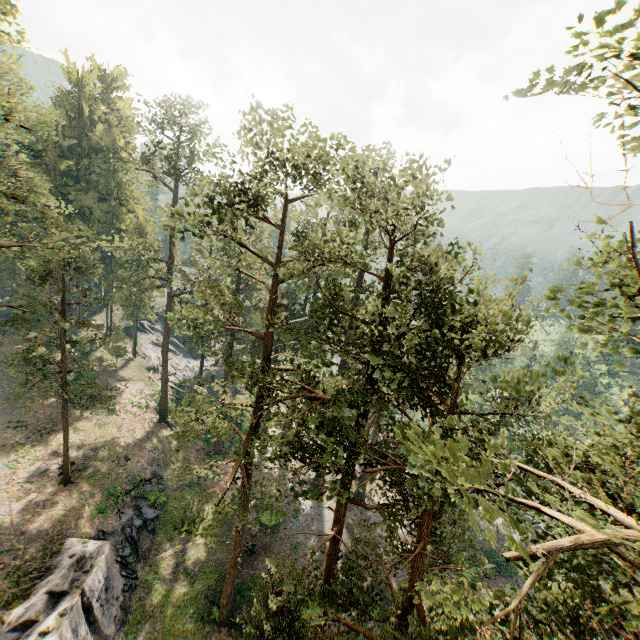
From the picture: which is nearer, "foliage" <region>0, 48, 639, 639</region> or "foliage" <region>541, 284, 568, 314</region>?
"foliage" <region>0, 48, 639, 639</region>

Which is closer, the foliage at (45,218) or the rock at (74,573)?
the foliage at (45,218)

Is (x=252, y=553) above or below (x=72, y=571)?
below

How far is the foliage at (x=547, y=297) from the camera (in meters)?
8.07

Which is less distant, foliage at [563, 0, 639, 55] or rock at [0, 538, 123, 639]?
foliage at [563, 0, 639, 55]

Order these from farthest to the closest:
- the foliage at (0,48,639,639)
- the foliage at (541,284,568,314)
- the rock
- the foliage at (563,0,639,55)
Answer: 1. the rock
2. the foliage at (541,284,568,314)
3. the foliage at (0,48,639,639)
4. the foliage at (563,0,639,55)

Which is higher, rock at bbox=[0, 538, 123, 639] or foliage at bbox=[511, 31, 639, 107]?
foliage at bbox=[511, 31, 639, 107]

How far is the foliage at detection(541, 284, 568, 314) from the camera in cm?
807
